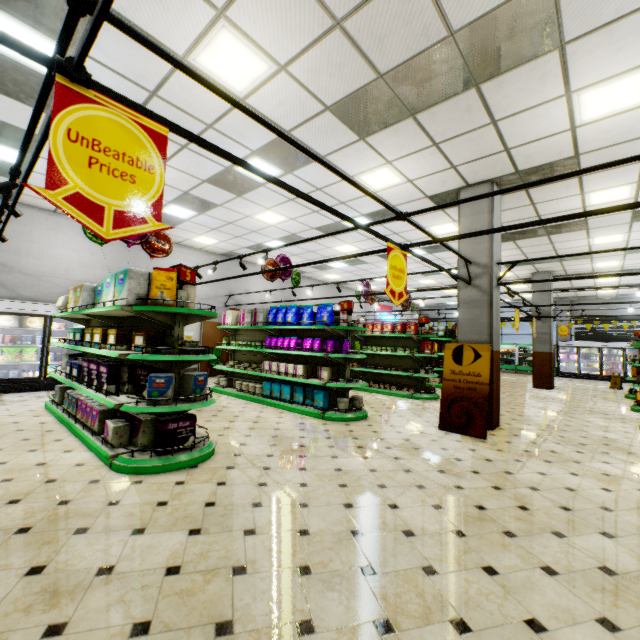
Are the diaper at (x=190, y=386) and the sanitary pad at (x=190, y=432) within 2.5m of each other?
yes

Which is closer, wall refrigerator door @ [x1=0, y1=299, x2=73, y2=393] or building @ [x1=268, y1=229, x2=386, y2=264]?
wall refrigerator door @ [x1=0, y1=299, x2=73, y2=393]

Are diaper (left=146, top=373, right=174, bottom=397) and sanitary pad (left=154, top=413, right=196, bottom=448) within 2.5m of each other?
yes

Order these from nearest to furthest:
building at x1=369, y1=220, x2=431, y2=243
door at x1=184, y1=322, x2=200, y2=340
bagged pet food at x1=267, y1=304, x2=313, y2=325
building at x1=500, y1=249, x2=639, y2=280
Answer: bagged pet food at x1=267, y1=304, x2=313, y2=325 → building at x1=369, y1=220, x2=431, y2=243 → building at x1=500, y1=249, x2=639, y2=280 → door at x1=184, y1=322, x2=200, y2=340

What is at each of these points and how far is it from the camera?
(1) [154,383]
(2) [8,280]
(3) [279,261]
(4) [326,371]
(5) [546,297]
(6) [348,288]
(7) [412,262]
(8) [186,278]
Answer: (1) diaper, 3.82m
(2) building, 8.53m
(3) foil balloon, 8.41m
(4) boxed pet food, 6.86m
(5) building, 13.56m
(6) building, 19.91m
(7) building, 13.17m
(8) sign, 4.24m

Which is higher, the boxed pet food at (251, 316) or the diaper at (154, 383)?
the boxed pet food at (251, 316)

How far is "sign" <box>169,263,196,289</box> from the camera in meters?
4.1 m

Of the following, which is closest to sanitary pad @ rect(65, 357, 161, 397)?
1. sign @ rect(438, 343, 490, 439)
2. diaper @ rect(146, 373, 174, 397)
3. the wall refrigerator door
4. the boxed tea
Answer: diaper @ rect(146, 373, 174, 397)
